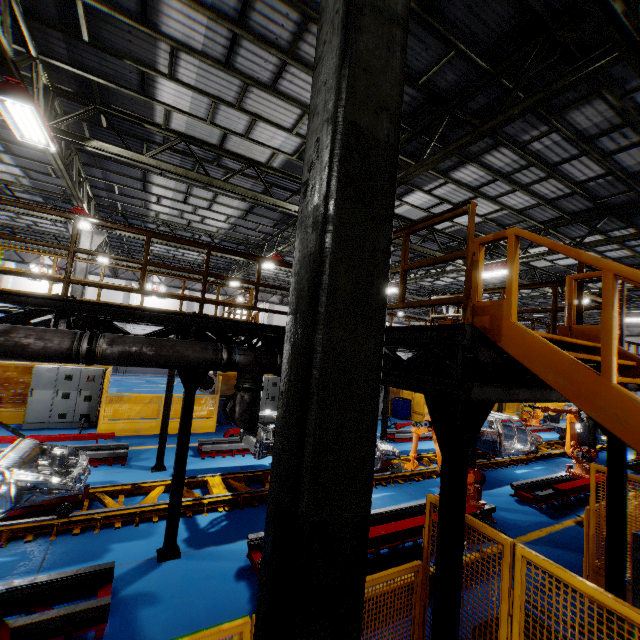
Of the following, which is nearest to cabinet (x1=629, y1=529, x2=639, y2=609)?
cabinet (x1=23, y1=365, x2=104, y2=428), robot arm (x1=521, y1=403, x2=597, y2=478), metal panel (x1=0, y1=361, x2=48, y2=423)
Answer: metal panel (x1=0, y1=361, x2=48, y2=423)

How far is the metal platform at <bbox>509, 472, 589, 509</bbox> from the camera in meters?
8.9 m

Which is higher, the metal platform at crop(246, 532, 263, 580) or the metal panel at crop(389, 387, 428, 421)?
the metal panel at crop(389, 387, 428, 421)

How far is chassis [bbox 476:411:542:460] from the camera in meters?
11.8 m

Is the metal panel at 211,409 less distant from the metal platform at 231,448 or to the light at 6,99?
the metal platform at 231,448

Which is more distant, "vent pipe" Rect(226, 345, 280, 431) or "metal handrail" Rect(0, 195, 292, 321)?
"vent pipe" Rect(226, 345, 280, 431)

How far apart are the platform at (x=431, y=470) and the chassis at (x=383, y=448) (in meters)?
0.01

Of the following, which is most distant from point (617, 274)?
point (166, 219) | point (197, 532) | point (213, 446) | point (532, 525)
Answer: point (166, 219)
